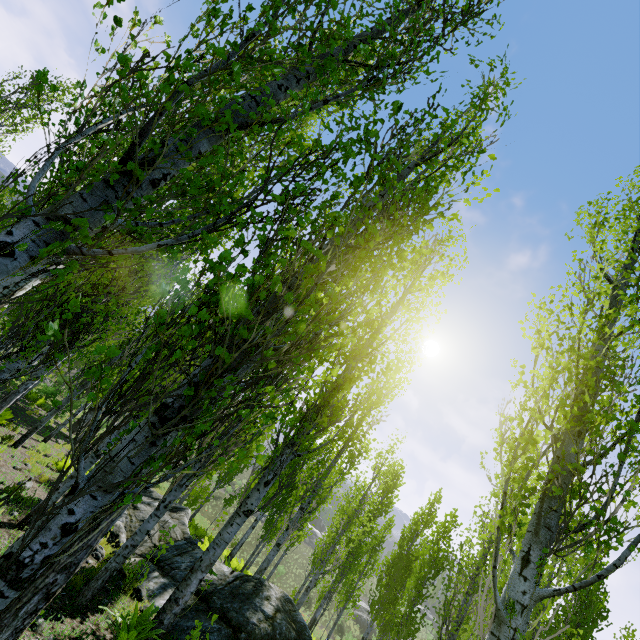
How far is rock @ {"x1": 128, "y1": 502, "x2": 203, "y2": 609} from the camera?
6.9 meters

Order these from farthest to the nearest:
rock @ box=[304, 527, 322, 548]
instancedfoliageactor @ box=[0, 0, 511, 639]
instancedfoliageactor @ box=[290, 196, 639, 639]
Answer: rock @ box=[304, 527, 322, 548] → instancedfoliageactor @ box=[290, 196, 639, 639] → instancedfoliageactor @ box=[0, 0, 511, 639]

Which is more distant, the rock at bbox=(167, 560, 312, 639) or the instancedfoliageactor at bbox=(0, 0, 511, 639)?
the rock at bbox=(167, 560, 312, 639)

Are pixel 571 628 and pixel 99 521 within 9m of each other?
no

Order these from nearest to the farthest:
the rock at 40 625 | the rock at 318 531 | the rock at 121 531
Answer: the rock at 40 625 → the rock at 121 531 → the rock at 318 531

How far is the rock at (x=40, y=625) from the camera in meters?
3.8 m

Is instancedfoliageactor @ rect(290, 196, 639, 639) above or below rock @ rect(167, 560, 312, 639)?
above
